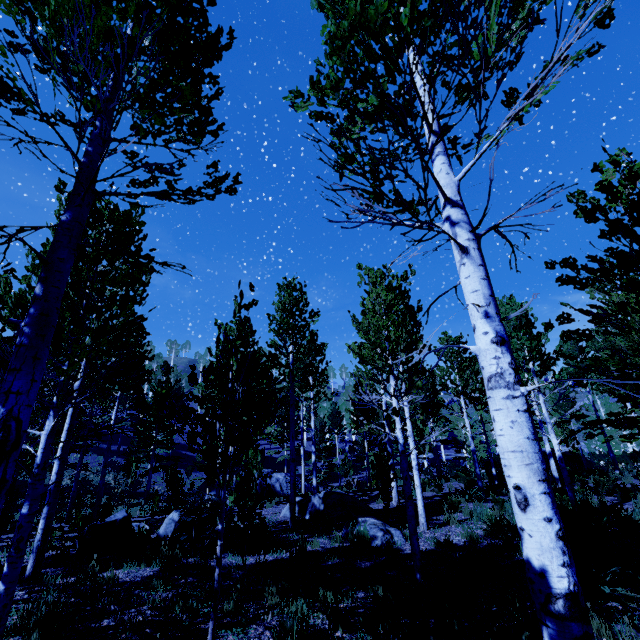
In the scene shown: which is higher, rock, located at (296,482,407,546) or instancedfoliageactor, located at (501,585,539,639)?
rock, located at (296,482,407,546)

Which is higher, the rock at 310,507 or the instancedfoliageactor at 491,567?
the rock at 310,507

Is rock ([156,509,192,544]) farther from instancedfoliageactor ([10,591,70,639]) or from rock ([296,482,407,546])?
rock ([296,482,407,546])

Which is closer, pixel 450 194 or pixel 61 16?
pixel 450 194

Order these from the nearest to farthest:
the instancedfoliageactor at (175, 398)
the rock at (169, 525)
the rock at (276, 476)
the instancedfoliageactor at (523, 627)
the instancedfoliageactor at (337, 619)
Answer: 1. the instancedfoliageactor at (175, 398)
2. the instancedfoliageactor at (523, 627)
3. the instancedfoliageactor at (337, 619)
4. the rock at (169, 525)
5. the rock at (276, 476)

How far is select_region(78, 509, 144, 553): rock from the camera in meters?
7.9 m

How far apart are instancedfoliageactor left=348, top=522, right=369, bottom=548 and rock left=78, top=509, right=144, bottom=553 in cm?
576

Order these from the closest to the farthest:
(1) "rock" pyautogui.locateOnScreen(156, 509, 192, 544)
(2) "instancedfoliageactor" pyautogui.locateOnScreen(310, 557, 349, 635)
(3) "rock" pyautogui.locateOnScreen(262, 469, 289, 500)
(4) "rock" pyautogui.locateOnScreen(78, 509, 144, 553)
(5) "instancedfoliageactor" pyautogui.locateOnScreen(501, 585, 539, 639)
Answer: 1. (5) "instancedfoliageactor" pyautogui.locateOnScreen(501, 585, 539, 639)
2. (2) "instancedfoliageactor" pyautogui.locateOnScreen(310, 557, 349, 635)
3. (4) "rock" pyautogui.locateOnScreen(78, 509, 144, 553)
4. (1) "rock" pyautogui.locateOnScreen(156, 509, 192, 544)
5. (3) "rock" pyautogui.locateOnScreen(262, 469, 289, 500)
